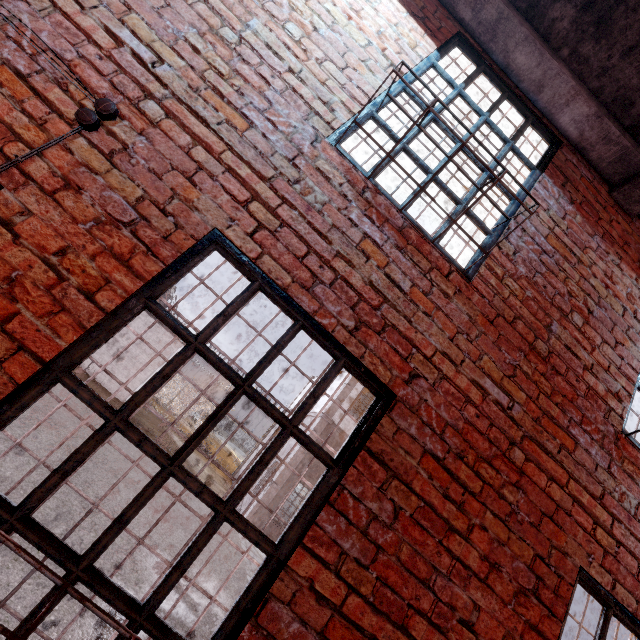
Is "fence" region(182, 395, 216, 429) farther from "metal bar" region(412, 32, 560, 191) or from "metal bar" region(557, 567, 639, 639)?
"metal bar" region(412, 32, 560, 191)

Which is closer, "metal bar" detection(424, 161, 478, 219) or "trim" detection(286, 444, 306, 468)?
"metal bar" detection(424, 161, 478, 219)

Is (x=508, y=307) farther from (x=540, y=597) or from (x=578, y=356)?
(x=540, y=597)

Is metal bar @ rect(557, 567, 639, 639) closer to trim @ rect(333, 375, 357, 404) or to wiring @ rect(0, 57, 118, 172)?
wiring @ rect(0, 57, 118, 172)

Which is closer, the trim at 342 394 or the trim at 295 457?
the trim at 295 457

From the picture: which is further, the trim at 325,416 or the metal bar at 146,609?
the trim at 325,416

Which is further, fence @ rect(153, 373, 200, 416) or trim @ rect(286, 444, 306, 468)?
fence @ rect(153, 373, 200, 416)

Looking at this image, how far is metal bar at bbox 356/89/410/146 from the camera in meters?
2.3
